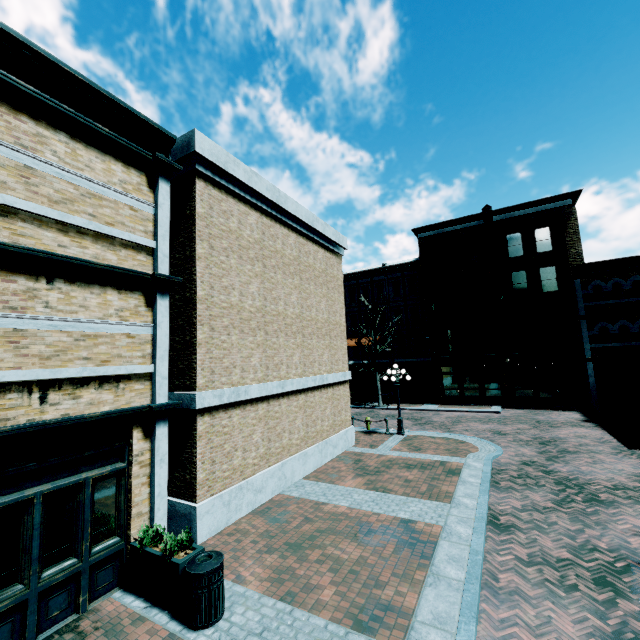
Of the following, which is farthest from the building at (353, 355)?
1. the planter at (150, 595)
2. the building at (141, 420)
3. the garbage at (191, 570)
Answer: the planter at (150, 595)

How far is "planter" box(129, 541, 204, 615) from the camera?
5.4 meters

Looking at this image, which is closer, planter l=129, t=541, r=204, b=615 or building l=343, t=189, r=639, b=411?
planter l=129, t=541, r=204, b=615

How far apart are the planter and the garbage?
0.05m

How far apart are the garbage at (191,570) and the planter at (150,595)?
0.0 meters

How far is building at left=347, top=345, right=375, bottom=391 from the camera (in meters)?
33.66

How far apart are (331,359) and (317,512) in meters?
6.7

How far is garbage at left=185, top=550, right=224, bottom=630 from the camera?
5.07m
